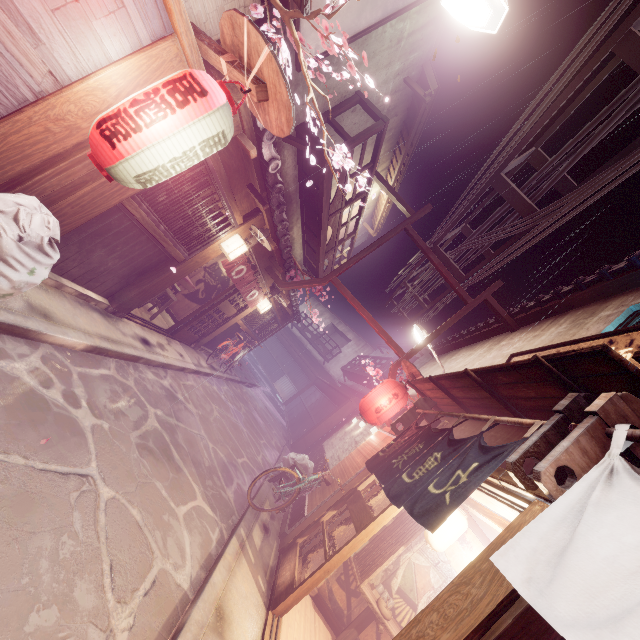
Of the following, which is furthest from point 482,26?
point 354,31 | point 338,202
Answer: point 338,202

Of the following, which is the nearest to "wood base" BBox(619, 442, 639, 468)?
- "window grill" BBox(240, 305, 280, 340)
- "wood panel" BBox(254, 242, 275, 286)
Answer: "wood panel" BBox(254, 242, 275, 286)

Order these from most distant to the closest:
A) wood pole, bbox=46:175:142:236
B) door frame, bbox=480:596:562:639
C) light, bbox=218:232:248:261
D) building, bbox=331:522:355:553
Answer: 1. light, bbox=218:232:248:261
2. building, bbox=331:522:355:553
3. wood pole, bbox=46:175:142:236
4. door frame, bbox=480:596:562:639

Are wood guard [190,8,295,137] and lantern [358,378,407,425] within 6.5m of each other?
no

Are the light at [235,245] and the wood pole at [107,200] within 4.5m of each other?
yes

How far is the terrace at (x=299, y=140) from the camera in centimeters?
1150cm

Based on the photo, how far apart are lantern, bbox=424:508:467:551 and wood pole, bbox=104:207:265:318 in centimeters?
1033cm

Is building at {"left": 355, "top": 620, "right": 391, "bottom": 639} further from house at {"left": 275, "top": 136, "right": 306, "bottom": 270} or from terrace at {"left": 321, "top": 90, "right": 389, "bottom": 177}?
house at {"left": 275, "top": 136, "right": 306, "bottom": 270}
